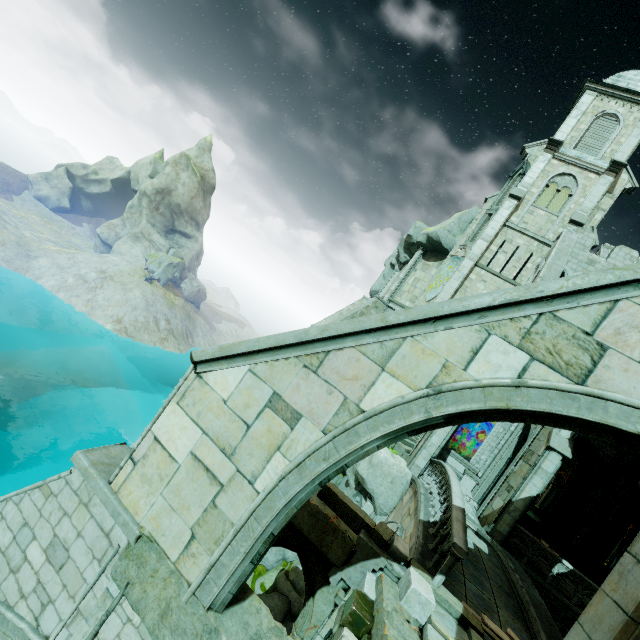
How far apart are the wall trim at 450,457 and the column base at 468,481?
0.03m

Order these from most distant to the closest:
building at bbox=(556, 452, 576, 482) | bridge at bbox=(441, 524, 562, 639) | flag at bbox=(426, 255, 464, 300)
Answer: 1. building at bbox=(556, 452, 576, 482)
2. flag at bbox=(426, 255, 464, 300)
3. bridge at bbox=(441, 524, 562, 639)

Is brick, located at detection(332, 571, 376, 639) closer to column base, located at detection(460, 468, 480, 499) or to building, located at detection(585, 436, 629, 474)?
column base, located at detection(460, 468, 480, 499)

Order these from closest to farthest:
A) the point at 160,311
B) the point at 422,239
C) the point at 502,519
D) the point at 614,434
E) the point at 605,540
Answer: the point at 614,434 < the point at 502,519 < the point at 605,540 < the point at 422,239 < the point at 160,311

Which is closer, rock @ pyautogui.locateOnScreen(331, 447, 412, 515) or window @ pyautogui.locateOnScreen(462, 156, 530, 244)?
rock @ pyautogui.locateOnScreen(331, 447, 412, 515)

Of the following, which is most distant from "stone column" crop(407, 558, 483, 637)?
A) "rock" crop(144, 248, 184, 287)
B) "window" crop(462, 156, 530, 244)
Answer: "rock" crop(144, 248, 184, 287)

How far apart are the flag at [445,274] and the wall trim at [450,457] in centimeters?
941cm

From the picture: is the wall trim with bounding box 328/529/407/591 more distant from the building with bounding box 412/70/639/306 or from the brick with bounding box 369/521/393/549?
the building with bounding box 412/70/639/306
